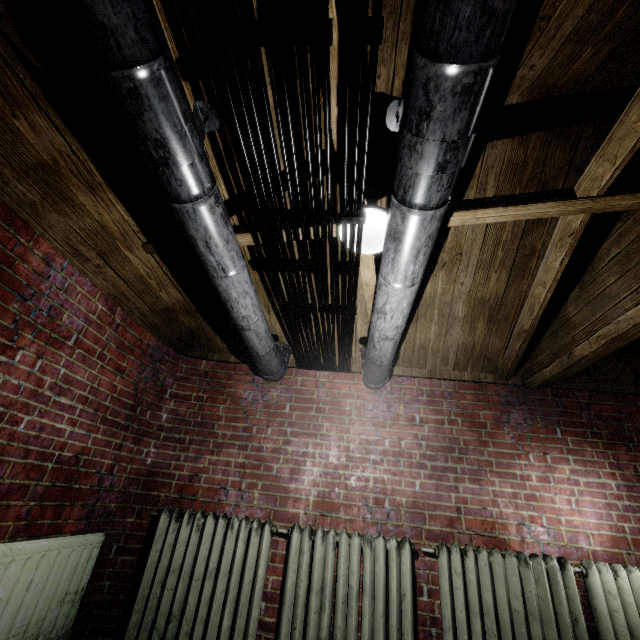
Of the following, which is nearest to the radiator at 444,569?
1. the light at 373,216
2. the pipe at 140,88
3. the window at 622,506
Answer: the window at 622,506

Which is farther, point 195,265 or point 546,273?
point 195,265

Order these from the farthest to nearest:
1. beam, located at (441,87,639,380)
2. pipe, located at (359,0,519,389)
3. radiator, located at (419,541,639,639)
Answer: radiator, located at (419,541,639,639)
beam, located at (441,87,639,380)
pipe, located at (359,0,519,389)

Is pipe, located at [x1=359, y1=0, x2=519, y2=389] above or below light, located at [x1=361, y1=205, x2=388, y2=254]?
below

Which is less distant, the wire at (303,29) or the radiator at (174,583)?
the wire at (303,29)

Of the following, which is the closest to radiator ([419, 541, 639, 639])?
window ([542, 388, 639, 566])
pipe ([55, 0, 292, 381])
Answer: window ([542, 388, 639, 566])

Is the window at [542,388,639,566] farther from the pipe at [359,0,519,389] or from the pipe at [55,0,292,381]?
the pipe at [55,0,292,381]

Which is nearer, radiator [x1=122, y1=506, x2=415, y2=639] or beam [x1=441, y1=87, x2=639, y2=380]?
beam [x1=441, y1=87, x2=639, y2=380]
